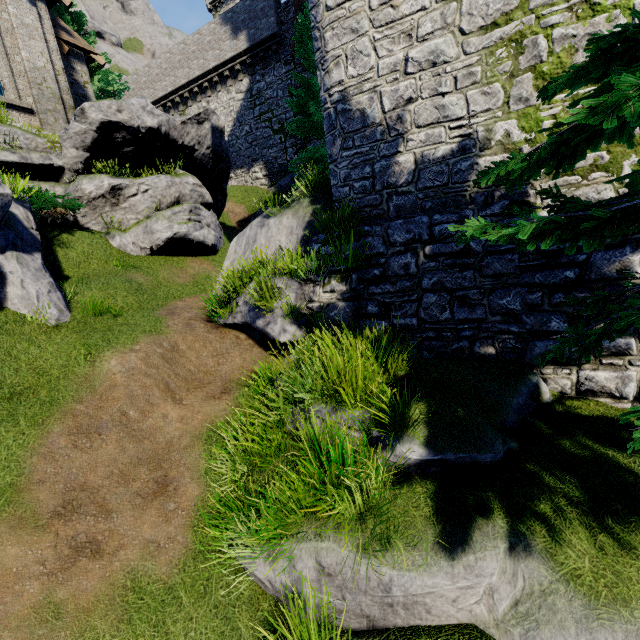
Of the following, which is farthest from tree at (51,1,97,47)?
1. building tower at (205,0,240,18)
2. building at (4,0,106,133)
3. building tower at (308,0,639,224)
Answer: building tower at (205,0,240,18)

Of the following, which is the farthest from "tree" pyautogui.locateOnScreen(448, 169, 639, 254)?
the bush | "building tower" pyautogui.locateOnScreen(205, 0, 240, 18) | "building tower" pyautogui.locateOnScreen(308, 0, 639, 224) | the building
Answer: "building tower" pyautogui.locateOnScreen(205, 0, 240, 18)

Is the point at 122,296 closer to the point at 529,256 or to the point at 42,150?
the point at 42,150

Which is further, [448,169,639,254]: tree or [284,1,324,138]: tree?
[284,1,324,138]: tree

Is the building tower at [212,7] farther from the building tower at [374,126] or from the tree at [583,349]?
the building tower at [374,126]

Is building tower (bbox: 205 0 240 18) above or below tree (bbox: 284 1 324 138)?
above

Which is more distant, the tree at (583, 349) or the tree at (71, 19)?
the tree at (71, 19)
